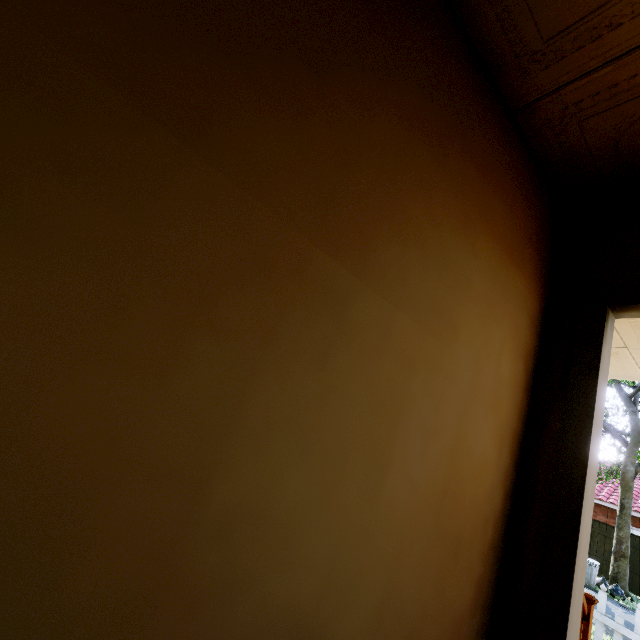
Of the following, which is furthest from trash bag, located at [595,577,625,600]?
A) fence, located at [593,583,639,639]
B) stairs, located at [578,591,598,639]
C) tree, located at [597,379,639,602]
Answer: stairs, located at [578,591,598,639]

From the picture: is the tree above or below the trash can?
above

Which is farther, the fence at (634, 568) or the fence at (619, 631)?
the fence at (634, 568)

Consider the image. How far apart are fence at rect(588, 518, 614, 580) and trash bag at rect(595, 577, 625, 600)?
2.8 meters

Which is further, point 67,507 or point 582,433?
point 582,433

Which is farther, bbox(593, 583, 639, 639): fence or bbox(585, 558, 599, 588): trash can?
bbox(585, 558, 599, 588): trash can

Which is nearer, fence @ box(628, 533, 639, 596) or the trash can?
the trash can

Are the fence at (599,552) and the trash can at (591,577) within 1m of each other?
no
